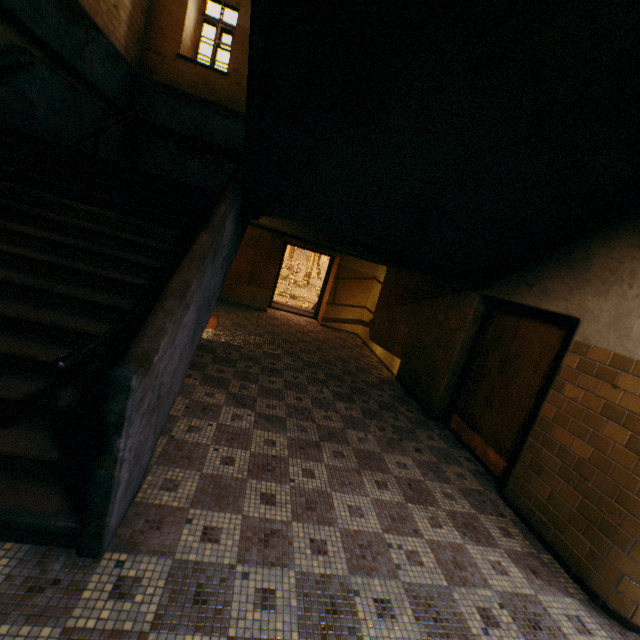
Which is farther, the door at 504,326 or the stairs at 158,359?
the door at 504,326

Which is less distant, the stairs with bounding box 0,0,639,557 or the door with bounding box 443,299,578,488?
the stairs with bounding box 0,0,639,557

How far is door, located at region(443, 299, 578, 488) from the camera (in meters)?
3.79

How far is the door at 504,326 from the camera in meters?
3.8

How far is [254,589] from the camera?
2.0 meters
